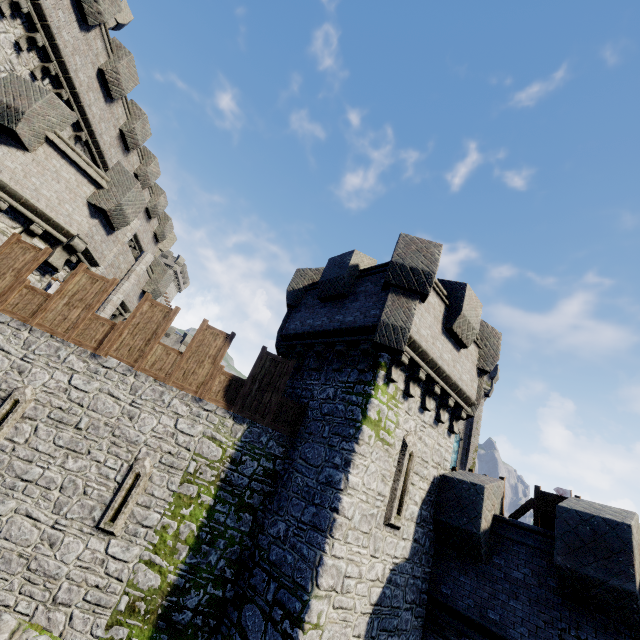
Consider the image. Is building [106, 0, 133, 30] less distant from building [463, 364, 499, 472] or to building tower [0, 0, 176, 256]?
building tower [0, 0, 176, 256]

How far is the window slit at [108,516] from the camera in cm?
766

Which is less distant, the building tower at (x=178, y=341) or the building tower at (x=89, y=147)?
the building tower at (x=89, y=147)

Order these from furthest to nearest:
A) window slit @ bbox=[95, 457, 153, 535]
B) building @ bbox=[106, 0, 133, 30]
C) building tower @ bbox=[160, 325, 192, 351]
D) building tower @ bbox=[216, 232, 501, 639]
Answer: building tower @ bbox=[160, 325, 192, 351] < building @ bbox=[106, 0, 133, 30] < window slit @ bbox=[95, 457, 153, 535] < building tower @ bbox=[216, 232, 501, 639]

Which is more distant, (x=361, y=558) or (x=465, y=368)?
(x=465, y=368)

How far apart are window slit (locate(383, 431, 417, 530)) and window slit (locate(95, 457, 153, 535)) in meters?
6.1 m

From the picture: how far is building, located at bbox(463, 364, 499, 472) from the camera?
31.5 meters

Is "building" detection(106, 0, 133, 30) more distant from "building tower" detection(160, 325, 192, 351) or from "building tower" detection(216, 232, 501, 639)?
"building tower" detection(160, 325, 192, 351)
